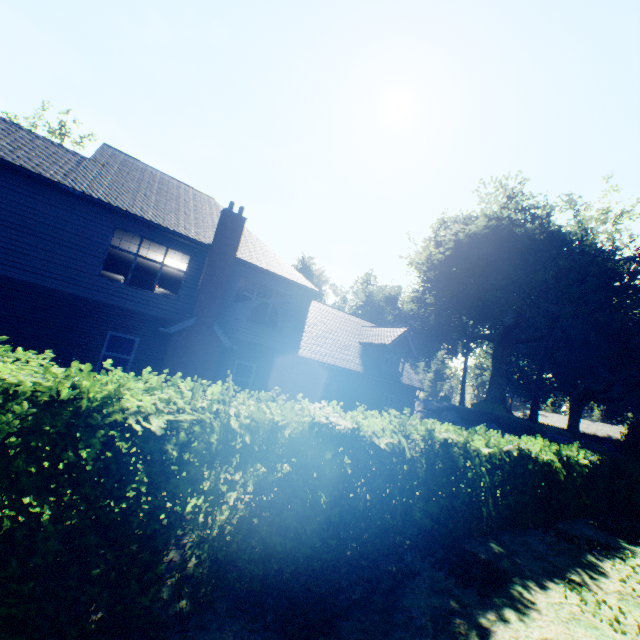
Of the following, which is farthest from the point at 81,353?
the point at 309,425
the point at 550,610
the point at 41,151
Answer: the point at 550,610

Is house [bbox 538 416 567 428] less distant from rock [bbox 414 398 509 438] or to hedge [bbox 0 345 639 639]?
rock [bbox 414 398 509 438]

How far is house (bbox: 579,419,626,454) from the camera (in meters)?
50.10

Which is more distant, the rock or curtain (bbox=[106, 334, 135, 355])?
the rock

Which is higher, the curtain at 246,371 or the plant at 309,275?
the plant at 309,275

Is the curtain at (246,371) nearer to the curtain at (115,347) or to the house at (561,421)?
the curtain at (115,347)

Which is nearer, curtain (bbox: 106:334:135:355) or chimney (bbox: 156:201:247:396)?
curtain (bbox: 106:334:135:355)

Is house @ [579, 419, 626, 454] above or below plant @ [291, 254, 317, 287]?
below
